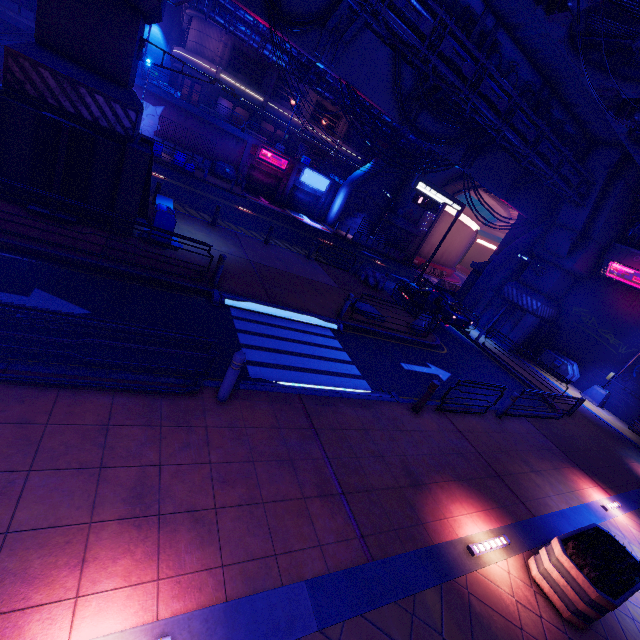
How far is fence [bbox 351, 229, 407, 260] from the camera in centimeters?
3540cm

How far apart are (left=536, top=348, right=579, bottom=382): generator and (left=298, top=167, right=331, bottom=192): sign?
26.8m

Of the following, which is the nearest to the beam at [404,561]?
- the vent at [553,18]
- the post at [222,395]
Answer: the post at [222,395]

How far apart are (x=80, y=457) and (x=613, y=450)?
18.8 meters

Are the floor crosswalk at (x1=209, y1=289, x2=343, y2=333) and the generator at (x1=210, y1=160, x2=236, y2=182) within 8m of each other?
no

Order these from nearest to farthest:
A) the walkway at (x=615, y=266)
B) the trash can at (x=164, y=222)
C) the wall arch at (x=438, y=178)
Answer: the trash can at (x=164, y=222)
the walkway at (x=615, y=266)
the wall arch at (x=438, y=178)

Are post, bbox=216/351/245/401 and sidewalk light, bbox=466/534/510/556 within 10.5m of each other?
yes

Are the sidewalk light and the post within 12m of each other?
yes
